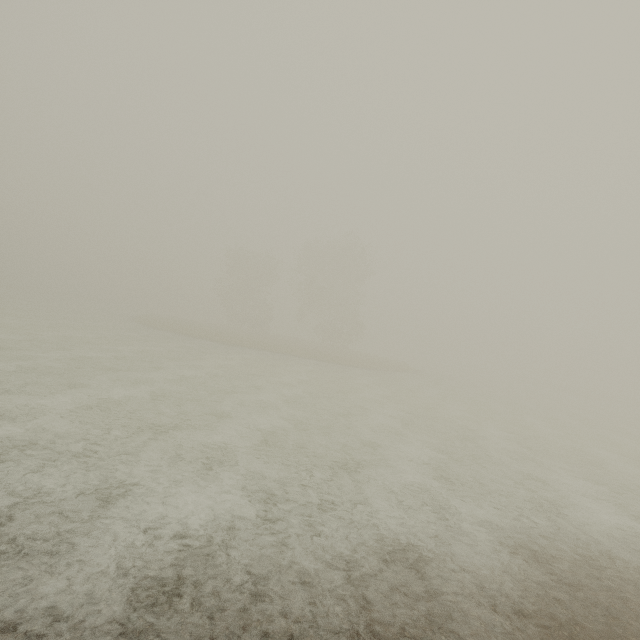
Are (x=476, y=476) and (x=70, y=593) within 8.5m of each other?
no
